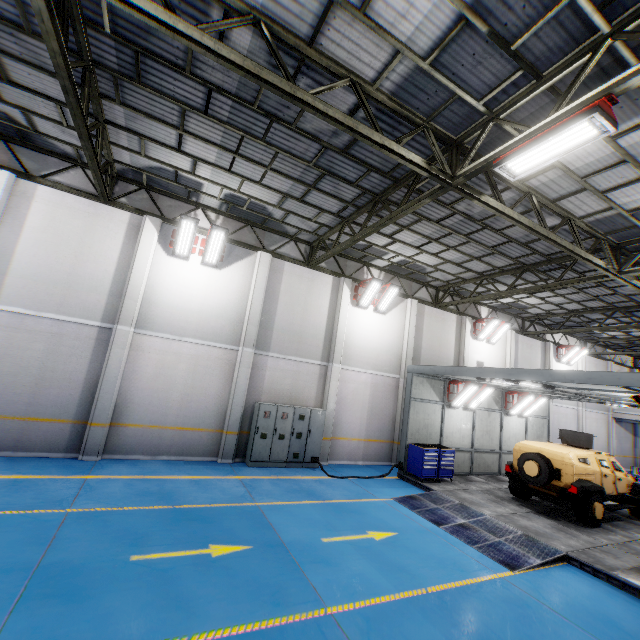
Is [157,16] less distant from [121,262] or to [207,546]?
[121,262]

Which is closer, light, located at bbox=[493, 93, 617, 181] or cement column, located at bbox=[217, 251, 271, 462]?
light, located at bbox=[493, 93, 617, 181]

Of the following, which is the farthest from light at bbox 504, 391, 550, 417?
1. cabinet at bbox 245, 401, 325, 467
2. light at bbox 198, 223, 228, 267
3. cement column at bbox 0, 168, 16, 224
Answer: cement column at bbox 0, 168, 16, 224

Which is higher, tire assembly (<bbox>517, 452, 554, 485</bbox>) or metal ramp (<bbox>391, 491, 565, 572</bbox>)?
tire assembly (<bbox>517, 452, 554, 485</bbox>)

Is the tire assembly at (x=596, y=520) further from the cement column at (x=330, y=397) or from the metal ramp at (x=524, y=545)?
the cement column at (x=330, y=397)

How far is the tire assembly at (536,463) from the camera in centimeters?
1012cm

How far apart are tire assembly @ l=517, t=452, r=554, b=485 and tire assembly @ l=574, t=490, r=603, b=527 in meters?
0.7 m

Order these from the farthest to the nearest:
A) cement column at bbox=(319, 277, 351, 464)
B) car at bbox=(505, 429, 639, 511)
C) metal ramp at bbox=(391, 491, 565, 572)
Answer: cement column at bbox=(319, 277, 351, 464)
car at bbox=(505, 429, 639, 511)
metal ramp at bbox=(391, 491, 565, 572)
